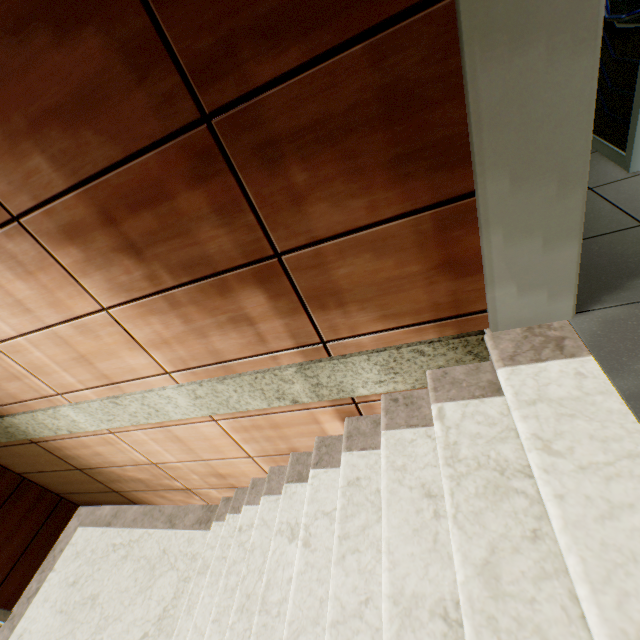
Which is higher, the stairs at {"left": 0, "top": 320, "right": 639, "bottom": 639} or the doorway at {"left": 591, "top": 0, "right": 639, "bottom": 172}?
the doorway at {"left": 591, "top": 0, "right": 639, "bottom": 172}

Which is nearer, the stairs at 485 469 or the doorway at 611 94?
the stairs at 485 469

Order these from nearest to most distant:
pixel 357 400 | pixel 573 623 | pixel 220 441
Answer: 1. pixel 573 623
2. pixel 357 400
3. pixel 220 441

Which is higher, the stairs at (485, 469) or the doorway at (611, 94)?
the doorway at (611, 94)

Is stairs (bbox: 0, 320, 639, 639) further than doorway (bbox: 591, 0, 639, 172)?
No
